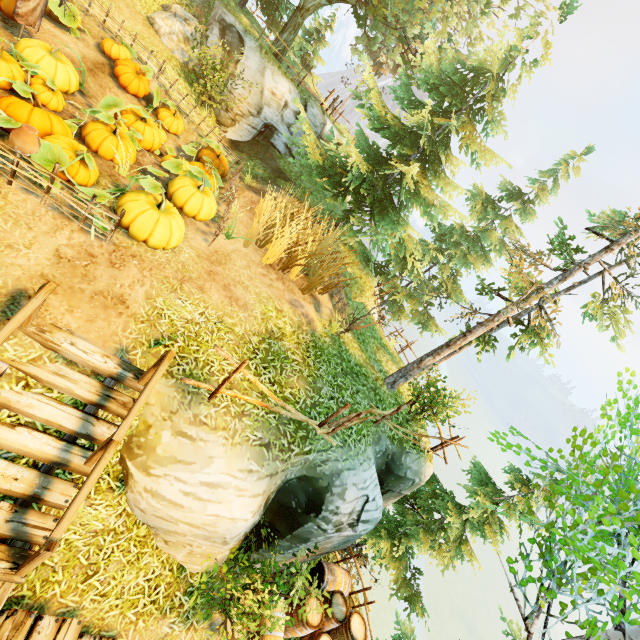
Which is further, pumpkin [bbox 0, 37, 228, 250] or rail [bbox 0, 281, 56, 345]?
pumpkin [bbox 0, 37, 228, 250]

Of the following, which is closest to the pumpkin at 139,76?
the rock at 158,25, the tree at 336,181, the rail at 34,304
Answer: the rock at 158,25

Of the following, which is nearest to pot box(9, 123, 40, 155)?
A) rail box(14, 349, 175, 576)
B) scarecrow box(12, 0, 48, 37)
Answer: rail box(14, 349, 175, 576)

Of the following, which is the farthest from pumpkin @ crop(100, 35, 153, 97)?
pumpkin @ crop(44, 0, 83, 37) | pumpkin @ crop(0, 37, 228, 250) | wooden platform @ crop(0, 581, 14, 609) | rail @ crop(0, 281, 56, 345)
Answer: wooden platform @ crop(0, 581, 14, 609)

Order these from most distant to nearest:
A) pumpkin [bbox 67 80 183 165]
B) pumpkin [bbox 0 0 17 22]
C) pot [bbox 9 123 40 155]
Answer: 1. pumpkin [bbox 0 0 17 22]
2. pumpkin [bbox 67 80 183 165]
3. pot [bbox 9 123 40 155]

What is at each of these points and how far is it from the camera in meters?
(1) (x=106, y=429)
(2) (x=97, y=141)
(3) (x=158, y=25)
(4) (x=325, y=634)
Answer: (1) stairs, 4.5 m
(2) pumpkin, 6.8 m
(3) rock, 13.4 m
(4) barrel, 7.4 m

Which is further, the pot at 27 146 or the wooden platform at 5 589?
the pot at 27 146

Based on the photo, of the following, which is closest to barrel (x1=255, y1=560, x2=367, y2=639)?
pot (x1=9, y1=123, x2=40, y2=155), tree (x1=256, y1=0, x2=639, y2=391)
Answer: pot (x1=9, y1=123, x2=40, y2=155)
